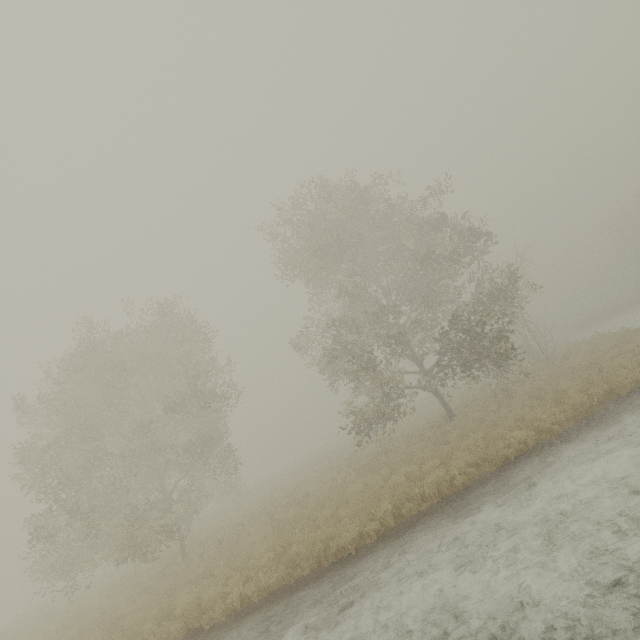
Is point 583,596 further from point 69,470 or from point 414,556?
point 69,470

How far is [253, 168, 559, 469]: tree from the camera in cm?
1642

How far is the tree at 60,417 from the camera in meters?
14.9

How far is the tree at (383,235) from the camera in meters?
16.4 m

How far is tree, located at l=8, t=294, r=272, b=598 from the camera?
14.90m

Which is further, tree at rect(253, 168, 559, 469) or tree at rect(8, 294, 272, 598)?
tree at rect(253, 168, 559, 469)
